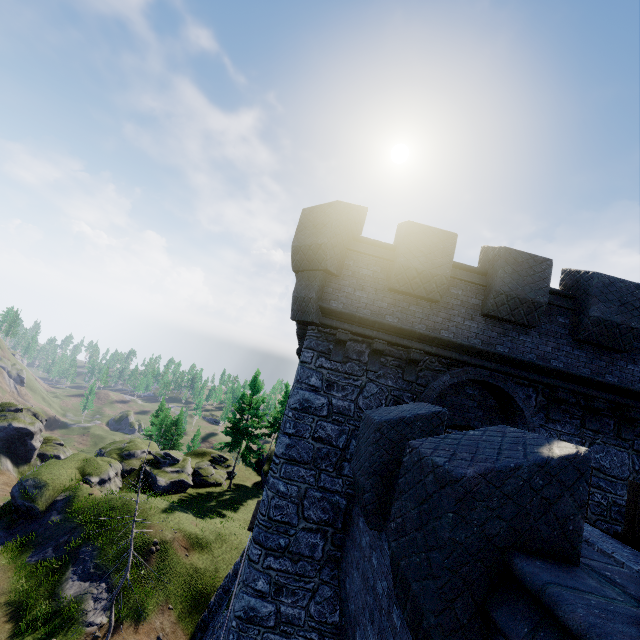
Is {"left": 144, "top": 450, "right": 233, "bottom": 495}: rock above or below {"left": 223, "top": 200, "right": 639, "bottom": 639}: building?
below

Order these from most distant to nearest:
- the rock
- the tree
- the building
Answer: the tree, the rock, the building

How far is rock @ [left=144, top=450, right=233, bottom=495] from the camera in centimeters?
2966cm

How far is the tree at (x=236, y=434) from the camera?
32.9m

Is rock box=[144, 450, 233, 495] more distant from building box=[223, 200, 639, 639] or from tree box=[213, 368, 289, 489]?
building box=[223, 200, 639, 639]

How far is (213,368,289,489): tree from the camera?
32.93m

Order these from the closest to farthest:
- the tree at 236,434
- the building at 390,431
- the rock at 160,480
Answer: the building at 390,431 < the rock at 160,480 < the tree at 236,434

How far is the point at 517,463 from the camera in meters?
2.9
